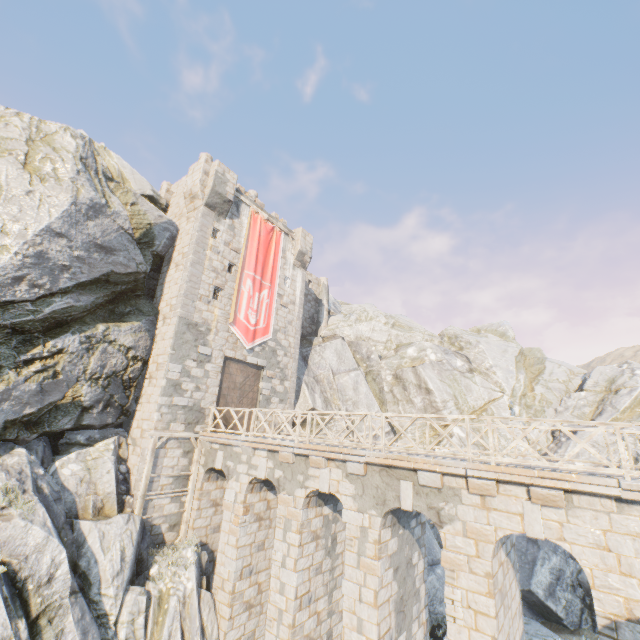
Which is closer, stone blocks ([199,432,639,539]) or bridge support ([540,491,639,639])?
bridge support ([540,491,639,639])

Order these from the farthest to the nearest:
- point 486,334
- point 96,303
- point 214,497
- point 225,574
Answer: point 486,334
point 214,497
point 96,303
point 225,574

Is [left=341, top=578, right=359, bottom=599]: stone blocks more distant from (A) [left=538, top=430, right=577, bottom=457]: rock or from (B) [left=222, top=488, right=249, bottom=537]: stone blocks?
(B) [left=222, top=488, right=249, bottom=537]: stone blocks

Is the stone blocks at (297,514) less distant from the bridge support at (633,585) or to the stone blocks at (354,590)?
the bridge support at (633,585)

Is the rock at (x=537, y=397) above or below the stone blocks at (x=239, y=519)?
above

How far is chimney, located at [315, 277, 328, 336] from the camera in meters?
29.4

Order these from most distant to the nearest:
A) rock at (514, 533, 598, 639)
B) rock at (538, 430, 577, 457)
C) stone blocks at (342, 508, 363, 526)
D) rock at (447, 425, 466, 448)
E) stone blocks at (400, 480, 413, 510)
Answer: rock at (447, 425, 466, 448)
rock at (538, 430, 577, 457)
rock at (514, 533, 598, 639)
stone blocks at (342, 508, 363, 526)
stone blocks at (400, 480, 413, 510)

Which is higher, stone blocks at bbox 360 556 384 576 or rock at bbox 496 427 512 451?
rock at bbox 496 427 512 451
